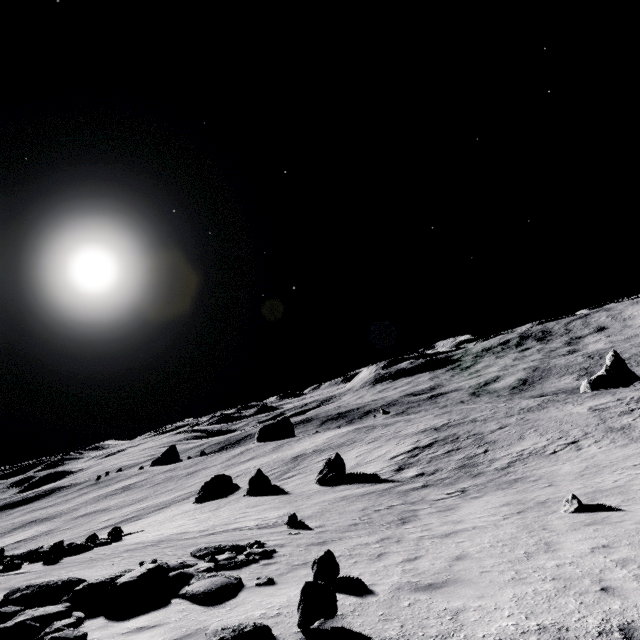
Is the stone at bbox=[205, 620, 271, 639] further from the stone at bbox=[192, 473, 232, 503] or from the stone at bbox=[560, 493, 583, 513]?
the stone at bbox=[192, 473, 232, 503]

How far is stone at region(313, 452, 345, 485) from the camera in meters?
26.4

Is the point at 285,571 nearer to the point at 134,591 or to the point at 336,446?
the point at 134,591

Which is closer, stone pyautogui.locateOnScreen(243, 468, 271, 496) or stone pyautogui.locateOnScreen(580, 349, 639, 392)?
stone pyautogui.locateOnScreen(243, 468, 271, 496)

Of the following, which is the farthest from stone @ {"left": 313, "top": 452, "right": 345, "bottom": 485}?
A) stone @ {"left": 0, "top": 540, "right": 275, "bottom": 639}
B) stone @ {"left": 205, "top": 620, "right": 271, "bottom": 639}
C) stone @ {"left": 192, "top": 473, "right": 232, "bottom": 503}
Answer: stone @ {"left": 205, "top": 620, "right": 271, "bottom": 639}

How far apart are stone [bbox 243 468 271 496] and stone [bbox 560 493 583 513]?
25.9 meters

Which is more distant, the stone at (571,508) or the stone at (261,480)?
the stone at (261,480)

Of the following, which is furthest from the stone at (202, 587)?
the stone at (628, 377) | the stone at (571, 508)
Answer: the stone at (628, 377)
